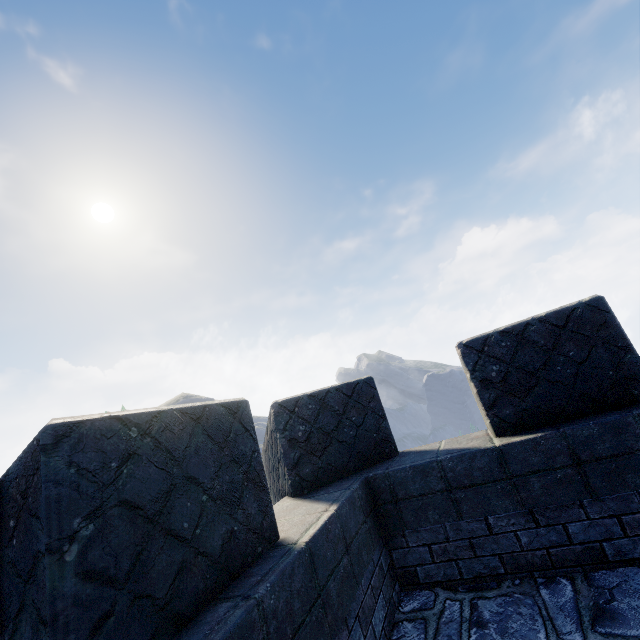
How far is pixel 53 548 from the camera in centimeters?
115cm
